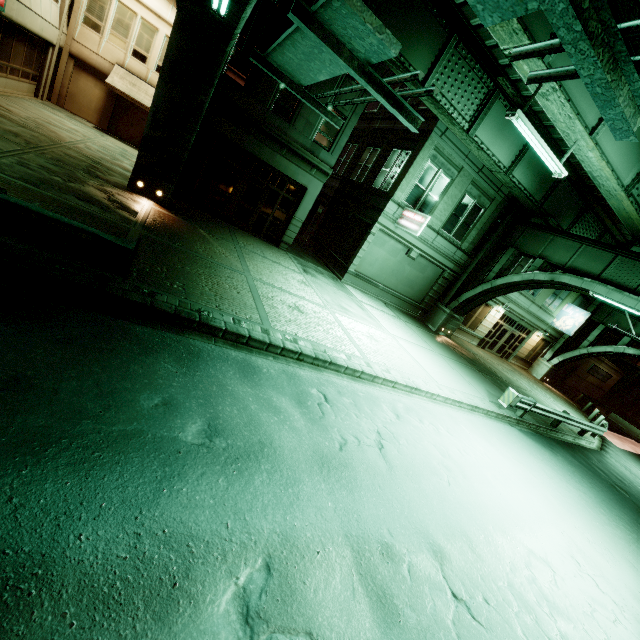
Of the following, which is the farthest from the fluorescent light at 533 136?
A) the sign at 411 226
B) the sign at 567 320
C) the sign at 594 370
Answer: the sign at 594 370

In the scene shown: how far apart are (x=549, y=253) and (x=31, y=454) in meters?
22.6

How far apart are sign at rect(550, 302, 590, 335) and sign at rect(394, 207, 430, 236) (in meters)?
19.80

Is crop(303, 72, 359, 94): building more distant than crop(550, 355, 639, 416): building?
No

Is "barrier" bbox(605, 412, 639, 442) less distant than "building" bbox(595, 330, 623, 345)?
Yes

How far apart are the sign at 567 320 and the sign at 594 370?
12.3 meters

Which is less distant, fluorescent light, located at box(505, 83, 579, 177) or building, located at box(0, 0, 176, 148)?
fluorescent light, located at box(505, 83, 579, 177)

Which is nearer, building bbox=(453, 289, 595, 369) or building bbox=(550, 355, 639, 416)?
building bbox=(453, 289, 595, 369)
